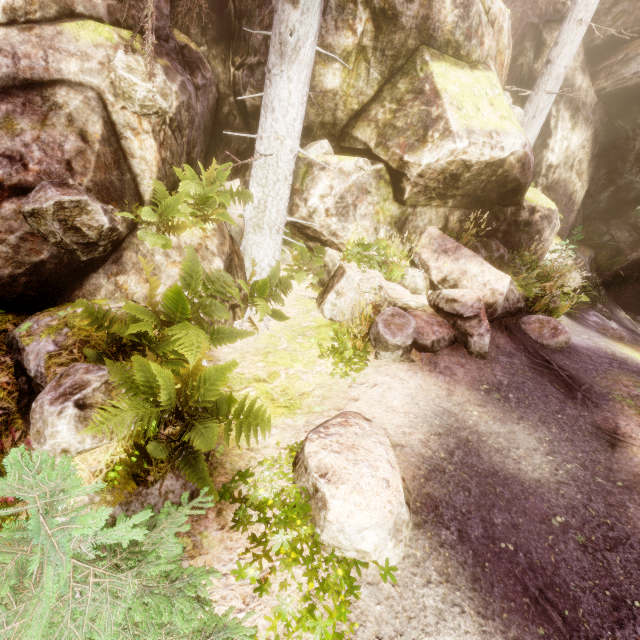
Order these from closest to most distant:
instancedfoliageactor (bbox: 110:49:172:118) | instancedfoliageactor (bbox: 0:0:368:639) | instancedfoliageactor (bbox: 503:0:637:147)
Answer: instancedfoliageactor (bbox: 0:0:368:639) < instancedfoliageactor (bbox: 110:49:172:118) < instancedfoliageactor (bbox: 503:0:637:147)

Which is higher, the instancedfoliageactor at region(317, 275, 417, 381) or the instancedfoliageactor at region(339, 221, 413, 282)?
the instancedfoliageactor at region(339, 221, 413, 282)

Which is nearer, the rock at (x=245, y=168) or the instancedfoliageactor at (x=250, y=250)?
the instancedfoliageactor at (x=250, y=250)

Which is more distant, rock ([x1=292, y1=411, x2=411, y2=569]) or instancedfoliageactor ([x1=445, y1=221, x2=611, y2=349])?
instancedfoliageactor ([x1=445, y1=221, x2=611, y2=349])

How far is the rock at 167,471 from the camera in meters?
2.9

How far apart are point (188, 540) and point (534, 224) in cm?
1040

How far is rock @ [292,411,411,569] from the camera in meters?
2.8 m
